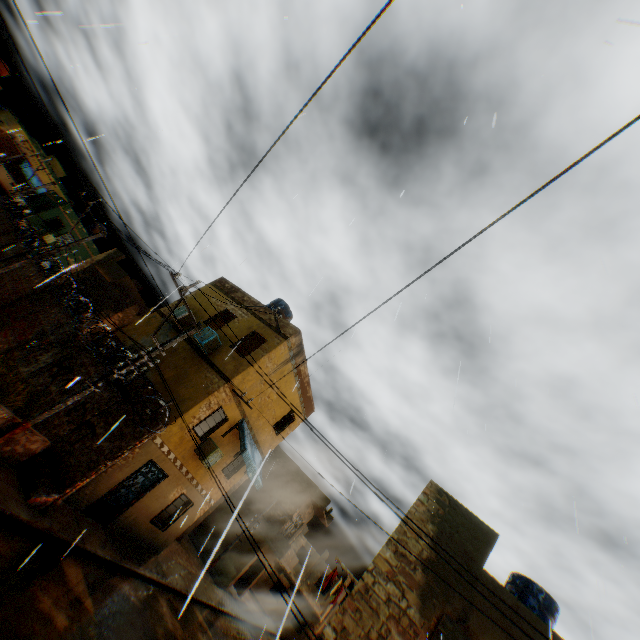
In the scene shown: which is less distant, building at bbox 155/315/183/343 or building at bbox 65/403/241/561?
building at bbox 65/403/241/561

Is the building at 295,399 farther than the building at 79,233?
No

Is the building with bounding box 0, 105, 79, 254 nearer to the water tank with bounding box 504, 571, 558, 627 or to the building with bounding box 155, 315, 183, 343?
the building with bounding box 155, 315, 183, 343

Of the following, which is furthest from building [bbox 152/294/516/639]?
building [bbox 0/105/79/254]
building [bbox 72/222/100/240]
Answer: building [bbox 0/105/79/254]

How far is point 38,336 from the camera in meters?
13.8

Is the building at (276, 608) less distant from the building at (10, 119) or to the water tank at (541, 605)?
the water tank at (541, 605)
